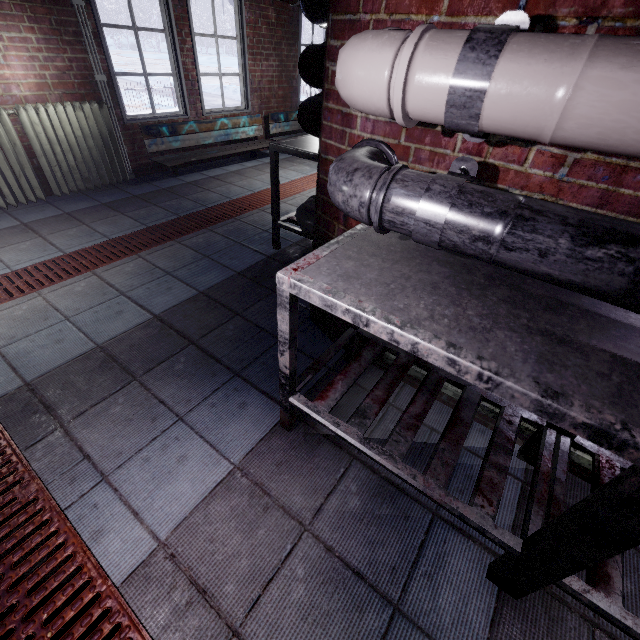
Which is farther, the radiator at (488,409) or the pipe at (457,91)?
the radiator at (488,409)

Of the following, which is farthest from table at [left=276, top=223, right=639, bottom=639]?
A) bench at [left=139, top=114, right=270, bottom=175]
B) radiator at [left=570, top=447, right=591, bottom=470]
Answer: bench at [left=139, top=114, right=270, bottom=175]

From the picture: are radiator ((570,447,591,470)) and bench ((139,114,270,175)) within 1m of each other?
no

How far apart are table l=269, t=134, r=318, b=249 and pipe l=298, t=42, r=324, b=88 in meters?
0.1 m

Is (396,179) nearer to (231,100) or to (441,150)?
(441,150)

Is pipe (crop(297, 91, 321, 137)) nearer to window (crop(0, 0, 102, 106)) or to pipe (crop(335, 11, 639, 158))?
pipe (crop(335, 11, 639, 158))

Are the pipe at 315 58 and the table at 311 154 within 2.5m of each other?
yes

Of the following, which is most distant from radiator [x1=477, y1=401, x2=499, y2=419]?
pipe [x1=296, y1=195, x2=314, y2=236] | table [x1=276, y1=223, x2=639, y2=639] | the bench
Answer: the bench
